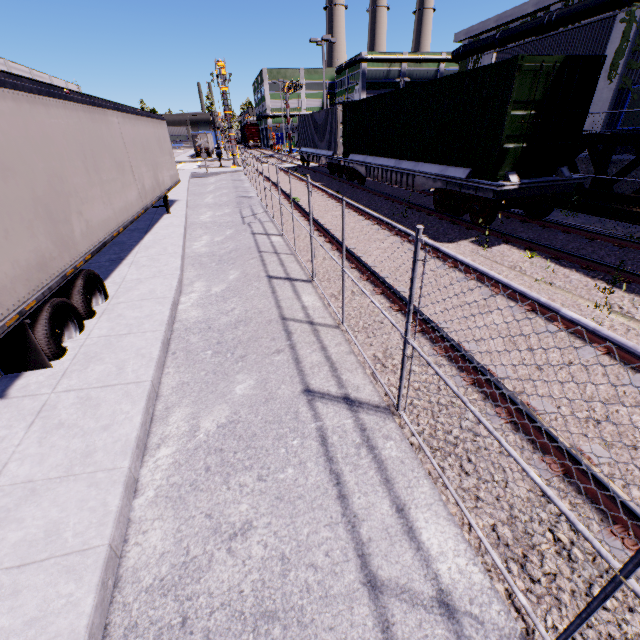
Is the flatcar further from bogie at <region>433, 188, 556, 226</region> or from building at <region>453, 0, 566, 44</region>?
building at <region>453, 0, 566, 44</region>

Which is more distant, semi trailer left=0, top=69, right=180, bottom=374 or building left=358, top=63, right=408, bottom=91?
building left=358, top=63, right=408, bottom=91

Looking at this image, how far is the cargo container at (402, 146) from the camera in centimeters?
786cm

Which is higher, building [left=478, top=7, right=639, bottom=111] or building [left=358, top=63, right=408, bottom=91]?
building [left=358, top=63, right=408, bottom=91]

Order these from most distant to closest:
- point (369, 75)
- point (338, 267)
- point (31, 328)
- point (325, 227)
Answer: point (369, 75)
point (325, 227)
point (338, 267)
point (31, 328)

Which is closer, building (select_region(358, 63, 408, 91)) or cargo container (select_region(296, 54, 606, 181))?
cargo container (select_region(296, 54, 606, 181))

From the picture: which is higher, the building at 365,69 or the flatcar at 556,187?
the building at 365,69

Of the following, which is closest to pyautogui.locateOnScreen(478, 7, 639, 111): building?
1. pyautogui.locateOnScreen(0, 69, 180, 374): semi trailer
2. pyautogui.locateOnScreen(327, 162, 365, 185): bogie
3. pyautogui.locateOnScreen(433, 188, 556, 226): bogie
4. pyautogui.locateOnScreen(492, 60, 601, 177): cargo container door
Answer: pyautogui.locateOnScreen(0, 69, 180, 374): semi trailer
